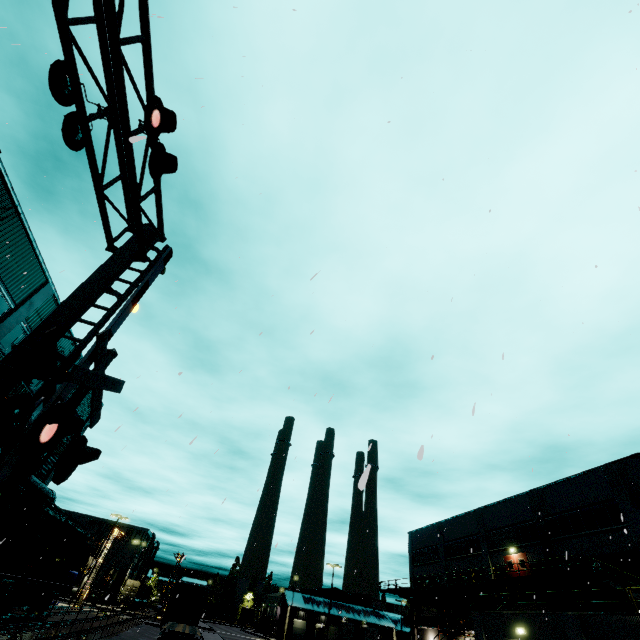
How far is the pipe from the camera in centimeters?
2136cm

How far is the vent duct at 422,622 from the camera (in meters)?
34.73

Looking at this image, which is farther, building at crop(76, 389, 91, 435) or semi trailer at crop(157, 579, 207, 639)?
building at crop(76, 389, 91, 435)

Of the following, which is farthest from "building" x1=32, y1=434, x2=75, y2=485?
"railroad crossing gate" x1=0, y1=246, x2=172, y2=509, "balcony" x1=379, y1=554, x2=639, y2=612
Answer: "railroad crossing gate" x1=0, y1=246, x2=172, y2=509

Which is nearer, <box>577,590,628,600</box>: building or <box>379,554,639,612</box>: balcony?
<box>379,554,639,612</box>: balcony

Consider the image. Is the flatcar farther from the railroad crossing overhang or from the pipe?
the railroad crossing overhang

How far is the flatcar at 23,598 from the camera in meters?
17.8 m

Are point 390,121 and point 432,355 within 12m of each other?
yes
